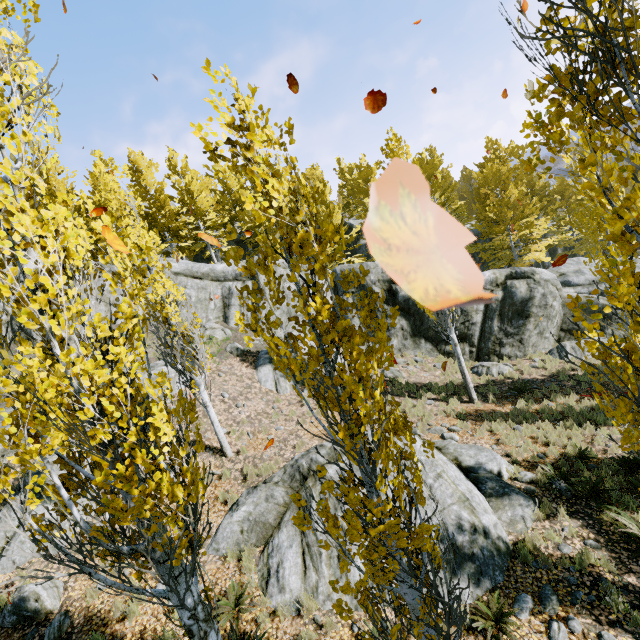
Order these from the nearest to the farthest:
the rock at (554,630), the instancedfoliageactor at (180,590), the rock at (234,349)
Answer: the instancedfoliageactor at (180,590)
the rock at (554,630)
the rock at (234,349)

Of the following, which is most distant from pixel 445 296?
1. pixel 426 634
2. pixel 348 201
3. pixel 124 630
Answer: pixel 348 201

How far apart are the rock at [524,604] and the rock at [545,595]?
0.1 meters

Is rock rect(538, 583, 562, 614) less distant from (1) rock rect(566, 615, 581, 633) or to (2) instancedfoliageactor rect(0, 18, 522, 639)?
(1) rock rect(566, 615, 581, 633)

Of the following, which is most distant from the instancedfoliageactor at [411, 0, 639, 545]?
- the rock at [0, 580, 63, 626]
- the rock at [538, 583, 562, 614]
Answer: the rock at [538, 583, 562, 614]

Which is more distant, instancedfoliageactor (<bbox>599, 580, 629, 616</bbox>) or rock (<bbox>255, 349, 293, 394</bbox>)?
rock (<bbox>255, 349, 293, 394</bbox>)

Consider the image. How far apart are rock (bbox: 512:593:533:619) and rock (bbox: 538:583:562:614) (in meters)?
0.12
